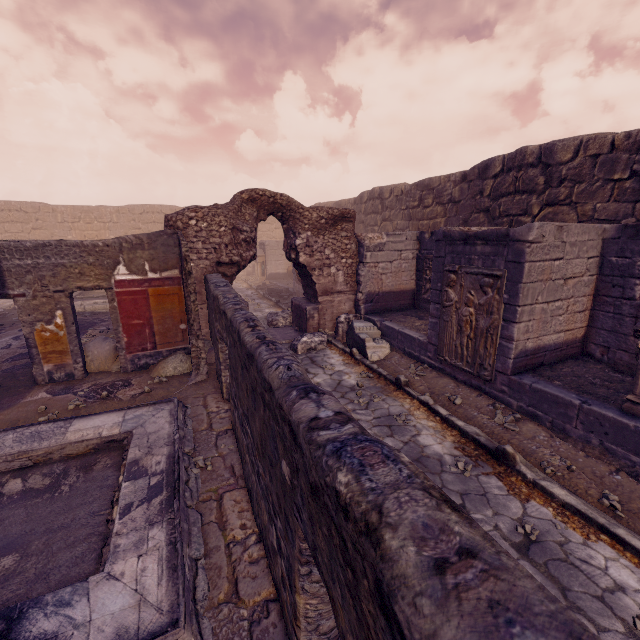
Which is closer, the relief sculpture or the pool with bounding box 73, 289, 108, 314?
the relief sculpture

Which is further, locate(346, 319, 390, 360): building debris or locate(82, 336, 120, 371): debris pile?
locate(346, 319, 390, 360): building debris

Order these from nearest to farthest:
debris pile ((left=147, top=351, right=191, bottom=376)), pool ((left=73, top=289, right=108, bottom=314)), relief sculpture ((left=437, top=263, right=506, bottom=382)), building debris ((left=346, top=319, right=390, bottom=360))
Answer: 1. relief sculpture ((left=437, top=263, right=506, bottom=382))
2. debris pile ((left=147, top=351, right=191, bottom=376))
3. building debris ((left=346, top=319, right=390, bottom=360))
4. pool ((left=73, top=289, right=108, bottom=314))

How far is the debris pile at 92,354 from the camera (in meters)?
6.77

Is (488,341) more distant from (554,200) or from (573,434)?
(554,200)

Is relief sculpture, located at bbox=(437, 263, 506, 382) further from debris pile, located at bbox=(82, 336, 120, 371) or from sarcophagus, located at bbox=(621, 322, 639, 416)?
debris pile, located at bbox=(82, 336, 120, 371)

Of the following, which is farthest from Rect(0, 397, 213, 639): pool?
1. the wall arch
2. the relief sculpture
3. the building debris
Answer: the relief sculpture

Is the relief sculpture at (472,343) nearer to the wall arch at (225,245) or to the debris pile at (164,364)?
the wall arch at (225,245)
